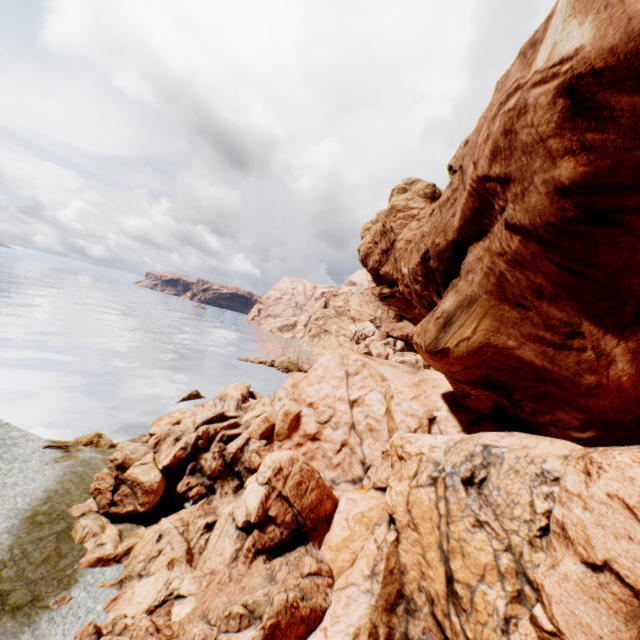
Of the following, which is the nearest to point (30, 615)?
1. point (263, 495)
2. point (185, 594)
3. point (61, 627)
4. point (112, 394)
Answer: point (61, 627)

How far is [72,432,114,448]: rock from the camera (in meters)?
21.98

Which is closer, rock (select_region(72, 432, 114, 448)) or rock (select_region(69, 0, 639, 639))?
rock (select_region(69, 0, 639, 639))

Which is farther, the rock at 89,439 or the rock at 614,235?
the rock at 89,439

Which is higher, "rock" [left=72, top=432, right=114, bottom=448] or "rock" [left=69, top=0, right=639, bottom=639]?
"rock" [left=69, top=0, right=639, bottom=639]

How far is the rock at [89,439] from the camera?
21.98m
